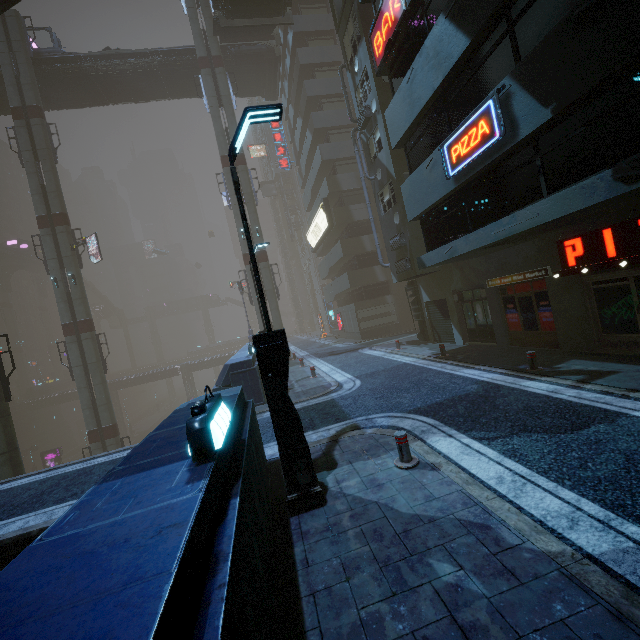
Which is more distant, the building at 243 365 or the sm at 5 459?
the sm at 5 459

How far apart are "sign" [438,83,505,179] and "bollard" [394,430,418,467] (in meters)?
7.26

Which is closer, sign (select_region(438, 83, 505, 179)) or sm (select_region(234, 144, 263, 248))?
sign (select_region(438, 83, 505, 179))

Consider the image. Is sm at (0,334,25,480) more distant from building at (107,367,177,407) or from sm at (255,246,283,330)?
sm at (255,246,283,330)

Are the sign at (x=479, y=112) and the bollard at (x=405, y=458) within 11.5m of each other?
yes

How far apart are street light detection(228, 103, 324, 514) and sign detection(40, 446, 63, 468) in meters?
50.0

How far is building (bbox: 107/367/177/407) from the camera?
57.97m

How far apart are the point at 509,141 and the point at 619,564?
8.22m
